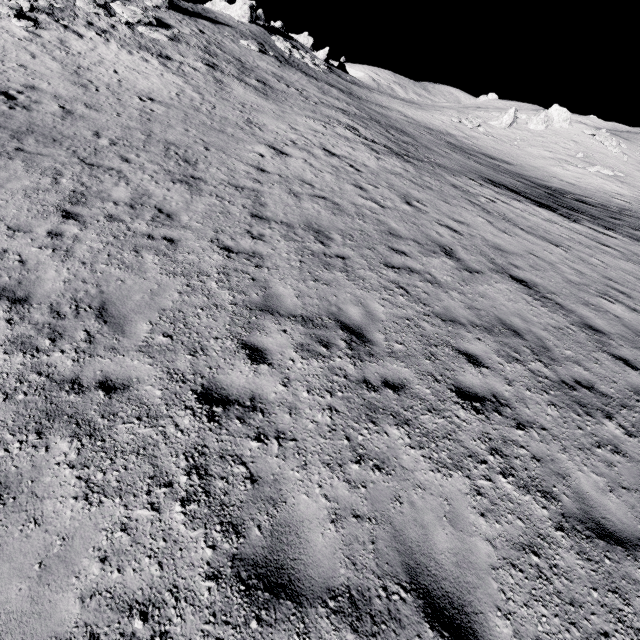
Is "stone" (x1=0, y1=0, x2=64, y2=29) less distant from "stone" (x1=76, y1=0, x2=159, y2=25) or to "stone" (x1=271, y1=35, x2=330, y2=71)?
"stone" (x1=76, y1=0, x2=159, y2=25)

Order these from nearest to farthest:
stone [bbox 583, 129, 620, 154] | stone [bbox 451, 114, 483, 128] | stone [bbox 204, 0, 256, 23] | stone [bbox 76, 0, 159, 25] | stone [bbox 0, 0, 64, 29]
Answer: stone [bbox 0, 0, 64, 29], stone [bbox 76, 0, 159, 25], stone [bbox 583, 129, 620, 154], stone [bbox 451, 114, 483, 128], stone [bbox 204, 0, 256, 23]

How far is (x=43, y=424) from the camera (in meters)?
3.76

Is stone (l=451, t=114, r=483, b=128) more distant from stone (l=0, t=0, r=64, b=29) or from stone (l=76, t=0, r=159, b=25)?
stone (l=0, t=0, r=64, b=29)

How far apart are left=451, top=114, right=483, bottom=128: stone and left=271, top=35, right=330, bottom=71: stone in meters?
23.1 m

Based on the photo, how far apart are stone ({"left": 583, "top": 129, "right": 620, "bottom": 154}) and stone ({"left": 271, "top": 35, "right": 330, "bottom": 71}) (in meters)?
40.06

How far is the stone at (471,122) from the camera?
41.8 meters

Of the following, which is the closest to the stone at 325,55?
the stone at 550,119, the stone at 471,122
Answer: the stone at 471,122
